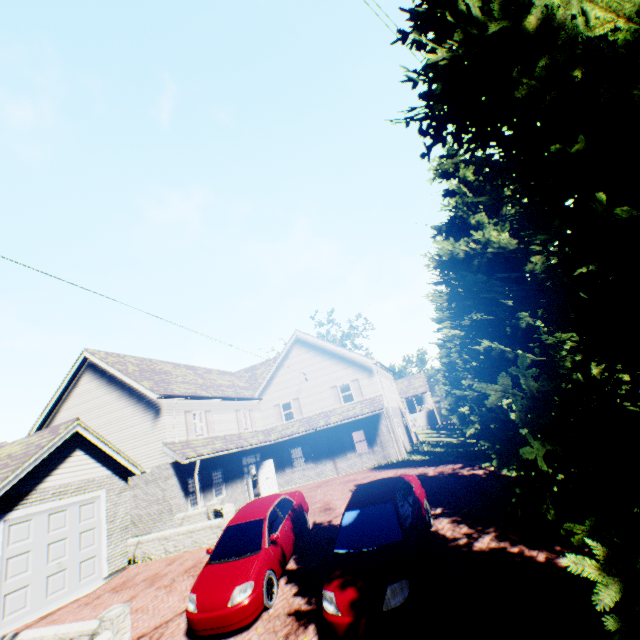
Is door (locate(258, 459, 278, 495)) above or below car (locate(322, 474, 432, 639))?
above

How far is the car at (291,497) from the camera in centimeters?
704cm

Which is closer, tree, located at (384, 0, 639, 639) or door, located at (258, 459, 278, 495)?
tree, located at (384, 0, 639, 639)

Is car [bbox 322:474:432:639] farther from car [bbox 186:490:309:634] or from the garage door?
the garage door

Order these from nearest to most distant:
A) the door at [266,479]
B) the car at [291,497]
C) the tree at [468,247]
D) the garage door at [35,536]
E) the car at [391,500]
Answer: the tree at [468,247] → the car at [391,500] → the car at [291,497] → the garage door at [35,536] → the door at [266,479]

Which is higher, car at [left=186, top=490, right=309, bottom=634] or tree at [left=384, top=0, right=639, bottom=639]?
tree at [left=384, top=0, right=639, bottom=639]

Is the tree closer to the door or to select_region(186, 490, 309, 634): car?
select_region(186, 490, 309, 634): car

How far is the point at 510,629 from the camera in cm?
513
